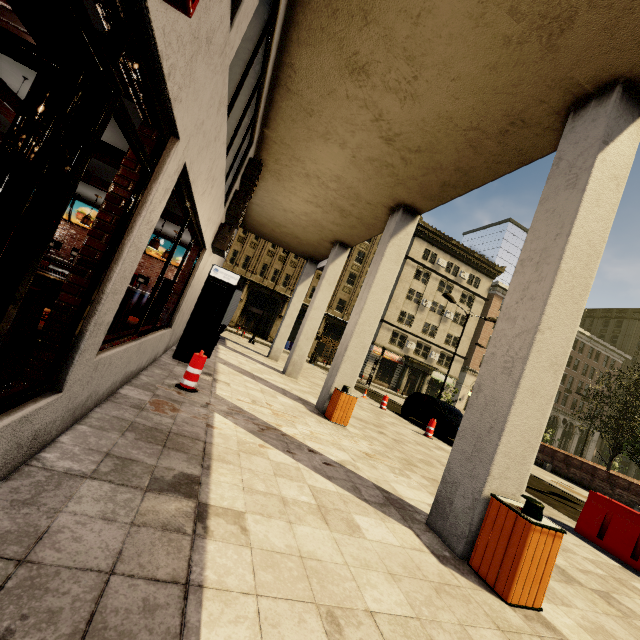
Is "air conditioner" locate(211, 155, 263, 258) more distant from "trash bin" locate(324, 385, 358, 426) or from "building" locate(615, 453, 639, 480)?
"trash bin" locate(324, 385, 358, 426)

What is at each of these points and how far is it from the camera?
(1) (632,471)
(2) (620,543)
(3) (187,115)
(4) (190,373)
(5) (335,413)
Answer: (1) building, 57.3m
(2) cement barricade, 6.0m
(3) building, 2.5m
(4) plastic barricade, 5.6m
(5) trash bin, 7.8m

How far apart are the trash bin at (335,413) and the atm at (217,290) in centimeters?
312cm

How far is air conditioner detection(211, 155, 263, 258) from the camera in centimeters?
788cm

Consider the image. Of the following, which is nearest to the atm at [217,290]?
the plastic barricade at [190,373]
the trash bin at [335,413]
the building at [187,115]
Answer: the building at [187,115]

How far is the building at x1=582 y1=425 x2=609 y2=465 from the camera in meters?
53.4

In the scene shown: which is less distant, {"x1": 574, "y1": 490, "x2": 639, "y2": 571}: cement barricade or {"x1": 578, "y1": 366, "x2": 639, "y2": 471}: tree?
{"x1": 574, "y1": 490, "x2": 639, "y2": 571}: cement barricade
